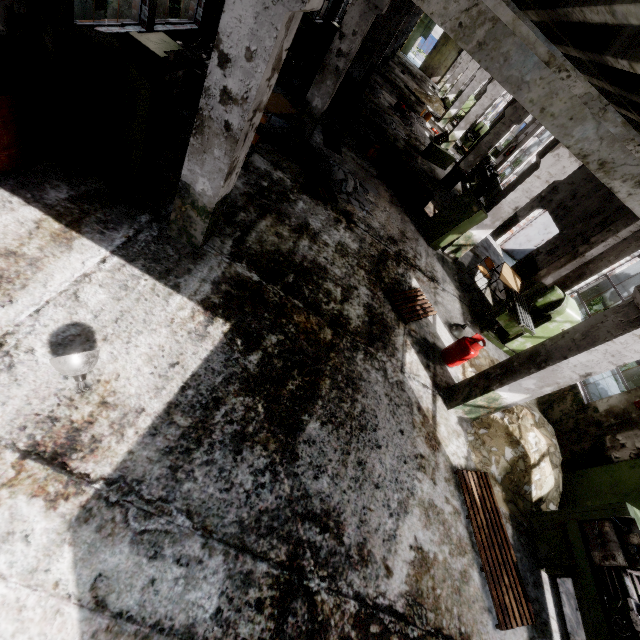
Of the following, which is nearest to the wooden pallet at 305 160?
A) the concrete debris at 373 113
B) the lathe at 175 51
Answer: the lathe at 175 51

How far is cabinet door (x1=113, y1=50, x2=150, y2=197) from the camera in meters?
4.1 m

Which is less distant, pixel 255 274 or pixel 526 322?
pixel 255 274

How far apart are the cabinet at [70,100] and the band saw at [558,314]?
8.9 meters

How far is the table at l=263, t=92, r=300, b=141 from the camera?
7.7m

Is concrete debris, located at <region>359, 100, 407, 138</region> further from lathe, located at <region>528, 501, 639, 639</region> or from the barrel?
lathe, located at <region>528, 501, 639, 639</region>

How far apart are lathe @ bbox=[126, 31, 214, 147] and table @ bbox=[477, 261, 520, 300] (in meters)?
8.78

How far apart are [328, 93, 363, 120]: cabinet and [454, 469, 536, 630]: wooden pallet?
12.40m
